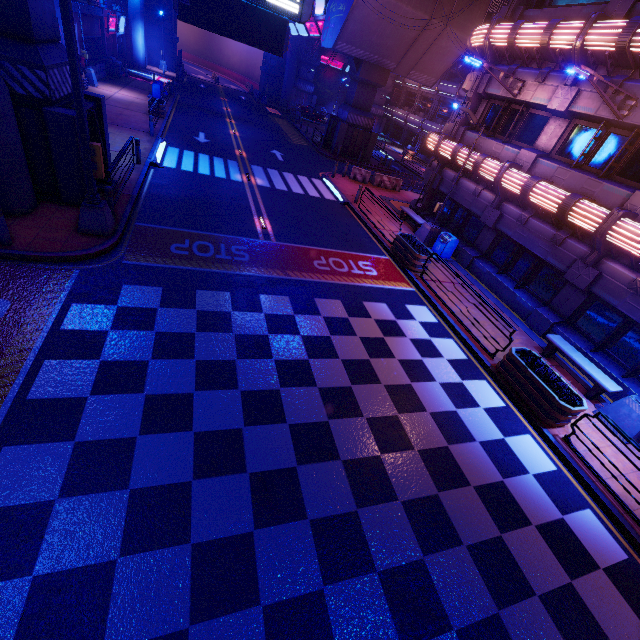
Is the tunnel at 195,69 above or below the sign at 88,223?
below

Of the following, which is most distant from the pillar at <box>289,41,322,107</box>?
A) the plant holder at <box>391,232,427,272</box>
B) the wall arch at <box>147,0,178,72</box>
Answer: the plant holder at <box>391,232,427,272</box>

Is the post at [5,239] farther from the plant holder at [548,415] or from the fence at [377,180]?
the fence at [377,180]

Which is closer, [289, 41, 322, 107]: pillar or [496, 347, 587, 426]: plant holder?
[496, 347, 587, 426]: plant holder

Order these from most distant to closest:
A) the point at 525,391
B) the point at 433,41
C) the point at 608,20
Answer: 1. the point at 433,41
2. the point at 608,20
3. the point at 525,391

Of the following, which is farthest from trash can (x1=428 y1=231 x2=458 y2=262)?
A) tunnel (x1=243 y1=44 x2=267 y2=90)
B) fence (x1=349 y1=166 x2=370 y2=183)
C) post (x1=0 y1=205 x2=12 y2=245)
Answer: tunnel (x1=243 y1=44 x2=267 y2=90)

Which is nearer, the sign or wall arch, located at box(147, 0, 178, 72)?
the sign

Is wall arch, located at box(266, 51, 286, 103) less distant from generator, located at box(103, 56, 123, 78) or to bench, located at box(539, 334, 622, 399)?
generator, located at box(103, 56, 123, 78)
